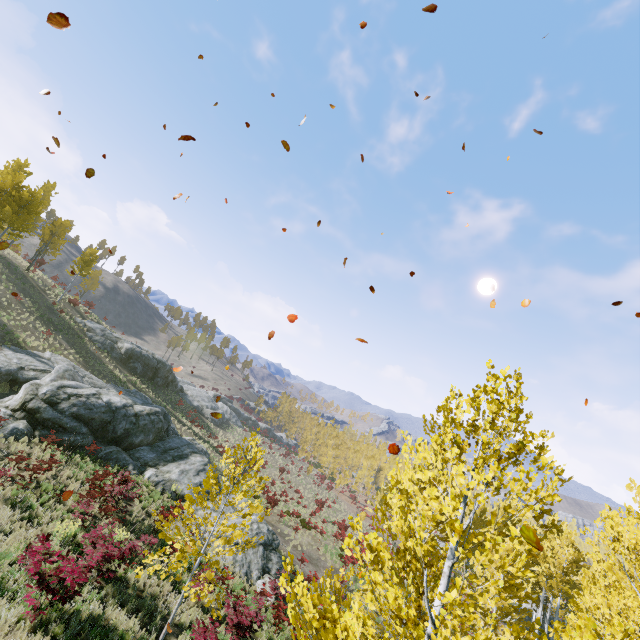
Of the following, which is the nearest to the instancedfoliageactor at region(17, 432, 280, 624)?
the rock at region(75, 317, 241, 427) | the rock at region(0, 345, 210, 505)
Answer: the rock at region(0, 345, 210, 505)

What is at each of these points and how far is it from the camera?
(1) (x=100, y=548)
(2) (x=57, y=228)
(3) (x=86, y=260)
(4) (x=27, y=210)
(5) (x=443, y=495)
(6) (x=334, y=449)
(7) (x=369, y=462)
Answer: (1) instancedfoliageactor, 9.3m
(2) instancedfoliageactor, 37.2m
(3) instancedfoliageactor, 36.9m
(4) instancedfoliageactor, 25.9m
(5) instancedfoliageactor, 13.7m
(6) instancedfoliageactor, 59.9m
(7) instancedfoliageactor, 59.2m

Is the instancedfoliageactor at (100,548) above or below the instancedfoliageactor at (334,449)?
below

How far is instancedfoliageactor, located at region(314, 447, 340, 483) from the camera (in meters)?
54.69

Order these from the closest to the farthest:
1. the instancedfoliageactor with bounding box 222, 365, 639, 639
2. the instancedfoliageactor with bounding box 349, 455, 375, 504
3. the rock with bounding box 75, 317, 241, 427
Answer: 1. the instancedfoliageactor with bounding box 222, 365, 639, 639
2. the rock with bounding box 75, 317, 241, 427
3. the instancedfoliageactor with bounding box 349, 455, 375, 504

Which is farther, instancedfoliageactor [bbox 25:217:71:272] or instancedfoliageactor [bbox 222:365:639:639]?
instancedfoliageactor [bbox 25:217:71:272]

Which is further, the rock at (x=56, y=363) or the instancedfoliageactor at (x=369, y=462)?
the instancedfoliageactor at (x=369, y=462)

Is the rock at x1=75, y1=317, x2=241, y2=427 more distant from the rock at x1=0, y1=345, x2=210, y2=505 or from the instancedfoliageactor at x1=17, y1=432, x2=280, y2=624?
the instancedfoliageactor at x1=17, y1=432, x2=280, y2=624
